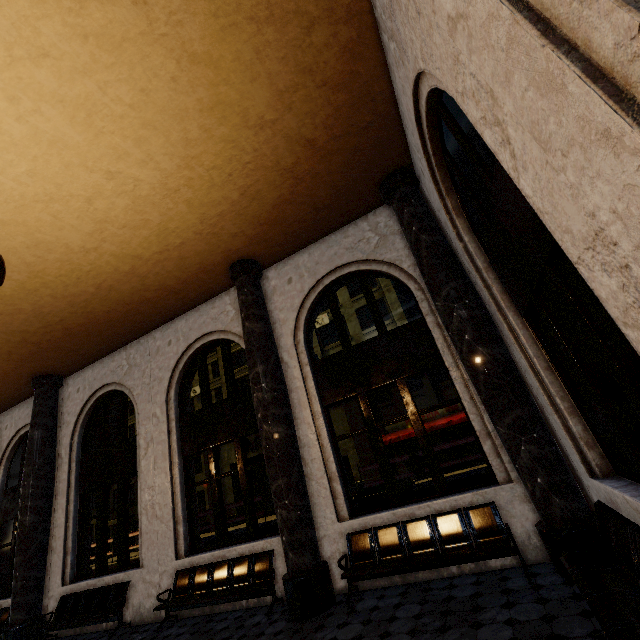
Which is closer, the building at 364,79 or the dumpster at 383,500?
the building at 364,79

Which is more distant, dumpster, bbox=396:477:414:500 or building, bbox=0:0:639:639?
dumpster, bbox=396:477:414:500

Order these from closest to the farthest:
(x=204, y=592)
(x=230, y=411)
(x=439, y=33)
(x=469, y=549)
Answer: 1. (x=439, y=33)
2. (x=469, y=549)
3. (x=204, y=592)
4. (x=230, y=411)

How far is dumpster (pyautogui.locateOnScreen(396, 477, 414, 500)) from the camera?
7.6 meters

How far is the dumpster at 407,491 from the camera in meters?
7.6 m
